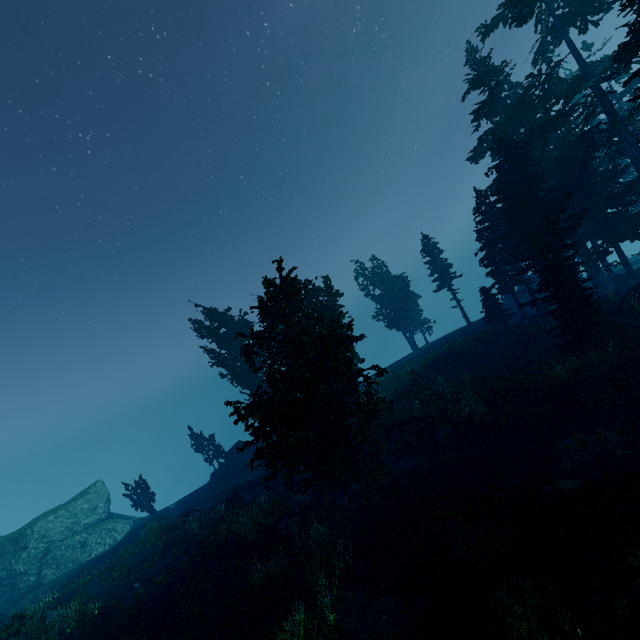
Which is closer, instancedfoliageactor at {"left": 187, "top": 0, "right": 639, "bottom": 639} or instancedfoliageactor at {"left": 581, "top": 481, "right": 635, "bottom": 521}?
instancedfoliageactor at {"left": 581, "top": 481, "right": 635, "bottom": 521}

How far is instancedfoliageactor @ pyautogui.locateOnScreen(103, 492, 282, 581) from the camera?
18.02m

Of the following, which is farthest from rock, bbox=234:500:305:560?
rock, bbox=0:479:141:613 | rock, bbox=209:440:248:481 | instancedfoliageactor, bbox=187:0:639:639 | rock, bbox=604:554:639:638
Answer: rock, bbox=209:440:248:481

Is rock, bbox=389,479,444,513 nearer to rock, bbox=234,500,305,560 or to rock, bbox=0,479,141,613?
rock, bbox=234,500,305,560

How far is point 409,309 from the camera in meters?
43.3

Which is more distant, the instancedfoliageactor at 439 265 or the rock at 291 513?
the instancedfoliageactor at 439 265

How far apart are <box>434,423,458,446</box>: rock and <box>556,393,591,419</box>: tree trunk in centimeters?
551cm

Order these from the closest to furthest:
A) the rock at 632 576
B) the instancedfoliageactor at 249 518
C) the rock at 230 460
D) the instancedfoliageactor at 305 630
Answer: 1. the rock at 632 576
2. the instancedfoliageactor at 305 630
3. the instancedfoliageactor at 249 518
4. the rock at 230 460
